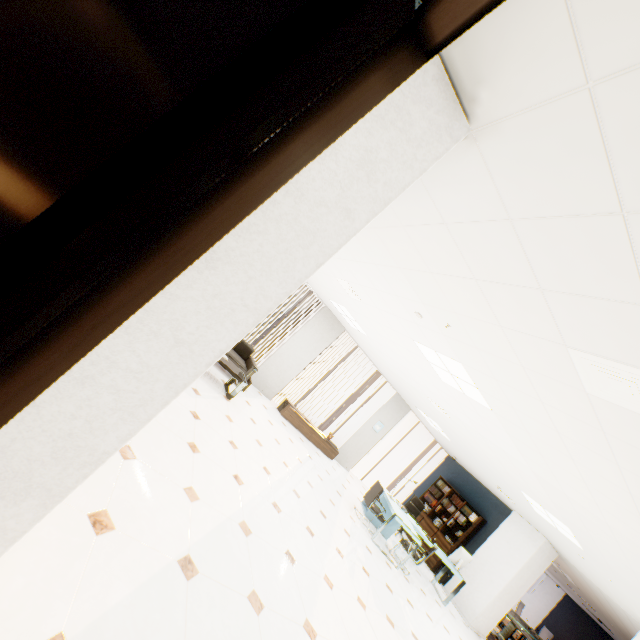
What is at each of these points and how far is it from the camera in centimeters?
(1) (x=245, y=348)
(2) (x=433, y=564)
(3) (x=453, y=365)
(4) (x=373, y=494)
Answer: (1) sofa, 785cm
(2) book, 953cm
(3) light, 415cm
(4) chair, 752cm

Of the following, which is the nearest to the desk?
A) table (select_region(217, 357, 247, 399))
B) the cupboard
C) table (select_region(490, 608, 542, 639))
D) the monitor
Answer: the monitor

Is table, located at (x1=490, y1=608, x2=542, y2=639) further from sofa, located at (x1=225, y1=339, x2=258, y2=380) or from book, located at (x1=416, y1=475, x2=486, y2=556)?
sofa, located at (x1=225, y1=339, x2=258, y2=380)

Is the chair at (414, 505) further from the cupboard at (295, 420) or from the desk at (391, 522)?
the cupboard at (295, 420)

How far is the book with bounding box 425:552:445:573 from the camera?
9.53m

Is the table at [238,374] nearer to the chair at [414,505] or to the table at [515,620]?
the chair at [414,505]

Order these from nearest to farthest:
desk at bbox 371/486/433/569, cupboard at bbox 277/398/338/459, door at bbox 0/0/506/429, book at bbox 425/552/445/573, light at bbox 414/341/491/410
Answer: door at bbox 0/0/506/429
light at bbox 414/341/491/410
desk at bbox 371/486/433/569
cupboard at bbox 277/398/338/459
book at bbox 425/552/445/573

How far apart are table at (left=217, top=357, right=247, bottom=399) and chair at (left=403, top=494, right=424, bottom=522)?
6.7m
